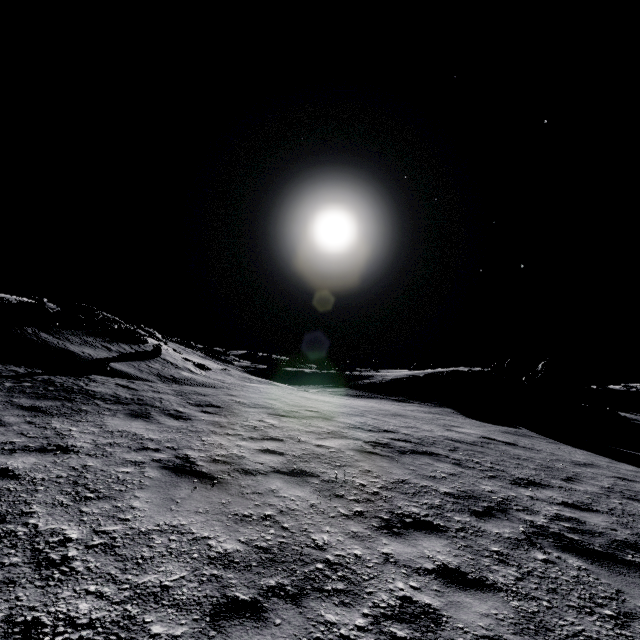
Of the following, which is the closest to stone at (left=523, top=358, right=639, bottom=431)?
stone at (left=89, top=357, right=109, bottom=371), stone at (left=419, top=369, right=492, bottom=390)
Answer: stone at (left=419, top=369, right=492, bottom=390)

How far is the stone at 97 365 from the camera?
13.0 meters

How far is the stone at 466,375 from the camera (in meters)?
22.88

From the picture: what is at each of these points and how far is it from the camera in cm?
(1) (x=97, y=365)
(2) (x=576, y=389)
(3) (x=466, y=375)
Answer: (1) stone, 1308
(2) stone, 2442
(3) stone, 2366

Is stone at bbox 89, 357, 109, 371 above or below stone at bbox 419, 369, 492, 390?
below

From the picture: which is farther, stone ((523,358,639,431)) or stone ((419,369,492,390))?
stone ((419,369,492,390))

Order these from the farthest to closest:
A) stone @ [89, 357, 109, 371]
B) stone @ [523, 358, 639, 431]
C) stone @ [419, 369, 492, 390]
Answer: stone @ [419, 369, 492, 390] → stone @ [523, 358, 639, 431] → stone @ [89, 357, 109, 371]

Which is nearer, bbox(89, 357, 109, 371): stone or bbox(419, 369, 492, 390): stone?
bbox(89, 357, 109, 371): stone
